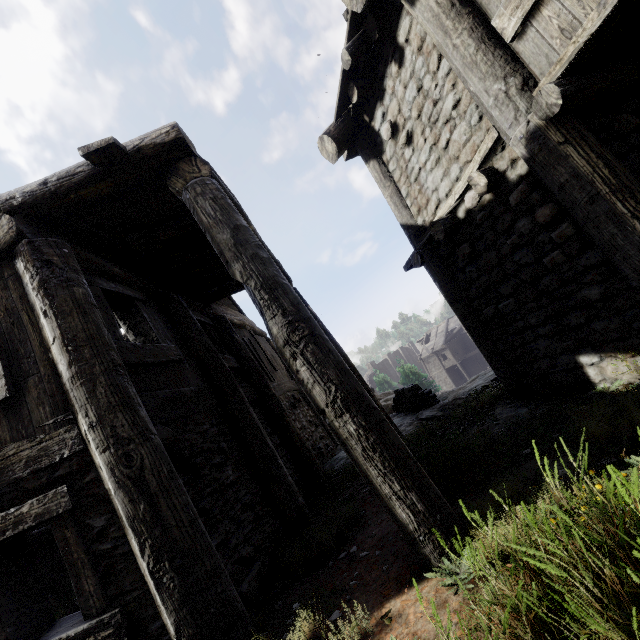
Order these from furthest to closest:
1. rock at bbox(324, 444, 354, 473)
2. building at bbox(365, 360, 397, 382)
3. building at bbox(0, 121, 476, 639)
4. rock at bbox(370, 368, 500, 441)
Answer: building at bbox(365, 360, 397, 382) → rock at bbox(324, 444, 354, 473) → rock at bbox(370, 368, 500, 441) → building at bbox(0, 121, 476, 639)

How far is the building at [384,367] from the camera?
58.29m

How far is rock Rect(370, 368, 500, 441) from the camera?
5.97m

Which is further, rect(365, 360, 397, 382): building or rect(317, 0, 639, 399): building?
rect(365, 360, 397, 382): building

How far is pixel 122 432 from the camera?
2.98m

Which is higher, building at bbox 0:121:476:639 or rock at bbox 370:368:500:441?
building at bbox 0:121:476:639

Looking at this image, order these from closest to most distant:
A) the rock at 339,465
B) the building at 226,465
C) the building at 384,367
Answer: the building at 226,465 → the rock at 339,465 → the building at 384,367

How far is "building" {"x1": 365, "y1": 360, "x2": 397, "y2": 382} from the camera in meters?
58.3 m
